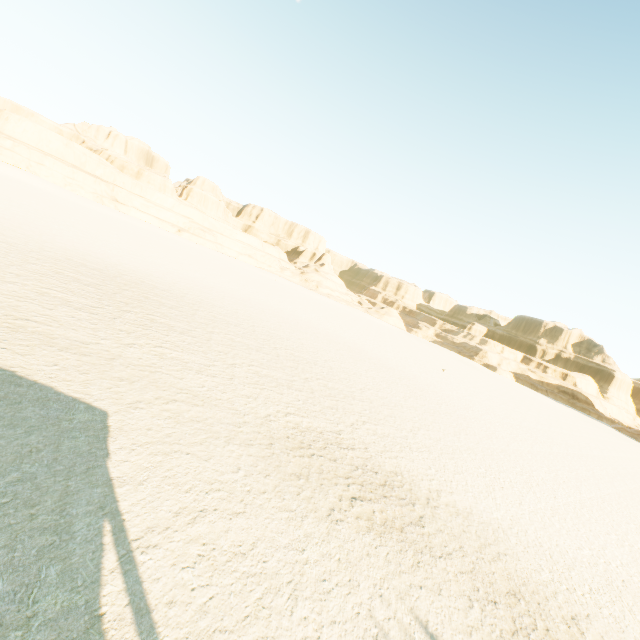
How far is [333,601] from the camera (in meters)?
5.01
